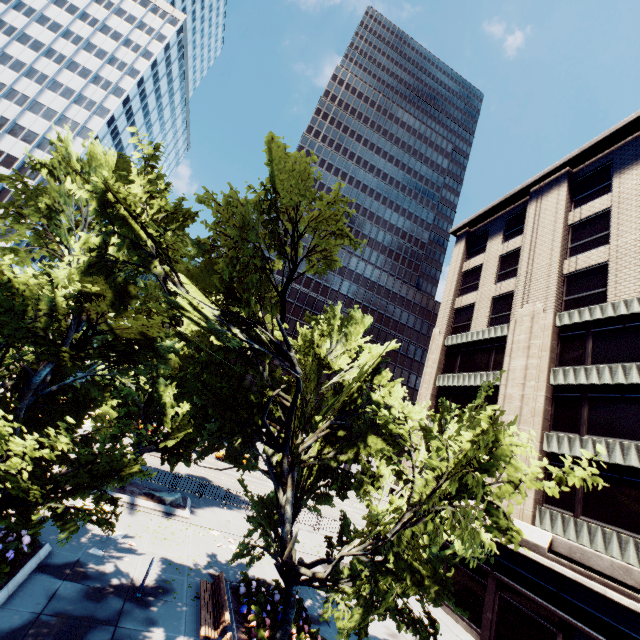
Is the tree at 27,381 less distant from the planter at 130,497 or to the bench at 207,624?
the planter at 130,497

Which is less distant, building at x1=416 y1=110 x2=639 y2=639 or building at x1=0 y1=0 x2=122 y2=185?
building at x1=416 y1=110 x2=639 y2=639

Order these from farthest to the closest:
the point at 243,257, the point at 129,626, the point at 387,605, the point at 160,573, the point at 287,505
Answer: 1. the point at 160,573
2. the point at 287,505
3. the point at 129,626
4. the point at 243,257
5. the point at 387,605

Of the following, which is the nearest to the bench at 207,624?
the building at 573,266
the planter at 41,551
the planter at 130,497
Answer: the planter at 41,551

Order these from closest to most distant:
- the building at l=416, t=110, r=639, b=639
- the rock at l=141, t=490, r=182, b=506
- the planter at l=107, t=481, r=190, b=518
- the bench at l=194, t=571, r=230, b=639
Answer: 1. the bench at l=194, t=571, r=230, b=639
2. the building at l=416, t=110, r=639, b=639
3. the planter at l=107, t=481, r=190, b=518
4. the rock at l=141, t=490, r=182, b=506

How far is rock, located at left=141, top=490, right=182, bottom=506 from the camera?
18.73m

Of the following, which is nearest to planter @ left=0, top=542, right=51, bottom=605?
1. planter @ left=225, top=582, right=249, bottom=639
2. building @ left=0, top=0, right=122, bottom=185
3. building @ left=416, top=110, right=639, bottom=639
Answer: Result: planter @ left=225, top=582, right=249, bottom=639

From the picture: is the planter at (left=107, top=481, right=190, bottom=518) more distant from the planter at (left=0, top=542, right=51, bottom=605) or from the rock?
the planter at (left=0, top=542, right=51, bottom=605)
